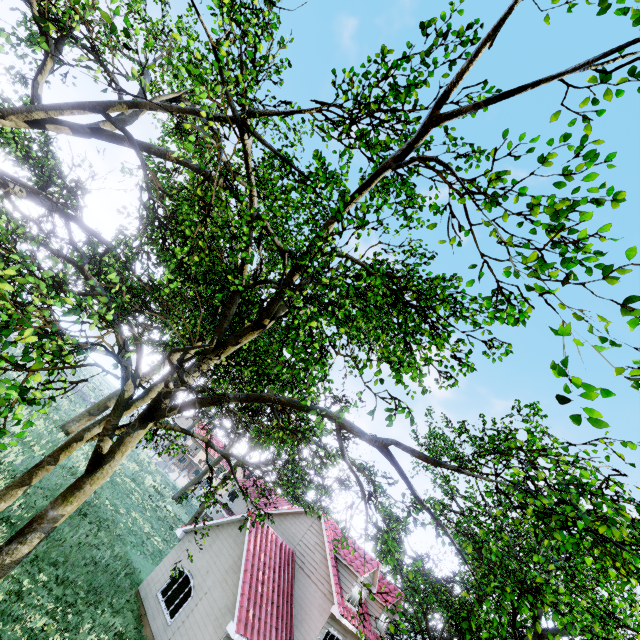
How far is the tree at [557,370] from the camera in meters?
2.7

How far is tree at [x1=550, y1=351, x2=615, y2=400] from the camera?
2.7 meters

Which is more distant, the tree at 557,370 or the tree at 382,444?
the tree at 382,444

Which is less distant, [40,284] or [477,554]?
[40,284]

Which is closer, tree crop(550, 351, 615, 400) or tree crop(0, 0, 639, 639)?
tree crop(550, 351, 615, 400)
